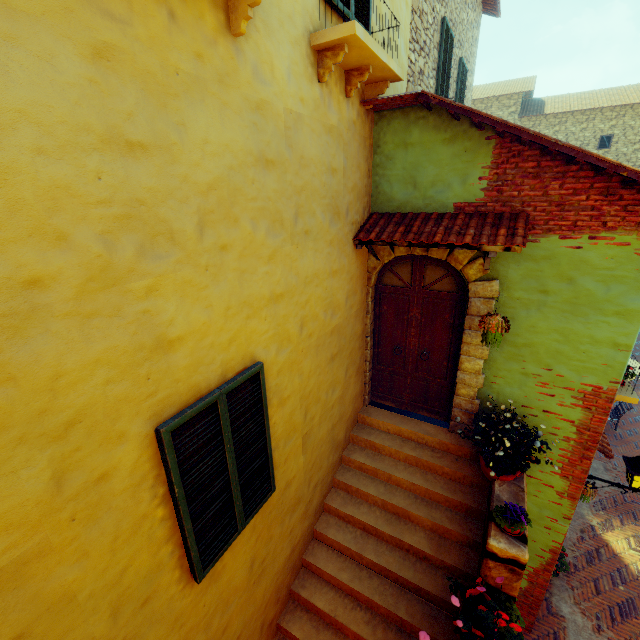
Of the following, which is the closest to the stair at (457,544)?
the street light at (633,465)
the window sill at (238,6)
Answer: the street light at (633,465)

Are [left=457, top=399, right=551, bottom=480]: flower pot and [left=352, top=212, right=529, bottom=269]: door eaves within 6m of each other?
yes

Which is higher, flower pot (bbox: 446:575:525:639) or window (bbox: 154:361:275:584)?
window (bbox: 154:361:275:584)

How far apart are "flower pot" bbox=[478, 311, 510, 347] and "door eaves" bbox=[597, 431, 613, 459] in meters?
3.5

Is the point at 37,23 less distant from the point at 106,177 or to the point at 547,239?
the point at 106,177

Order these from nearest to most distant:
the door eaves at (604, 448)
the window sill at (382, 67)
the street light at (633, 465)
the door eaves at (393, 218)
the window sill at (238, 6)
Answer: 1. the window sill at (238, 6)
2. the window sill at (382, 67)
3. the door eaves at (393, 218)
4. the street light at (633, 465)
5. the door eaves at (604, 448)

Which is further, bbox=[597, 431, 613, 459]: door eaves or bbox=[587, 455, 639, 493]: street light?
bbox=[597, 431, 613, 459]: door eaves

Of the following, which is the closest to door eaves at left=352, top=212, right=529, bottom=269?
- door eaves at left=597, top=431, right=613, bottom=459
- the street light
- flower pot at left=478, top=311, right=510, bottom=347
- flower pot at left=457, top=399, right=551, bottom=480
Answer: flower pot at left=478, top=311, right=510, bottom=347
